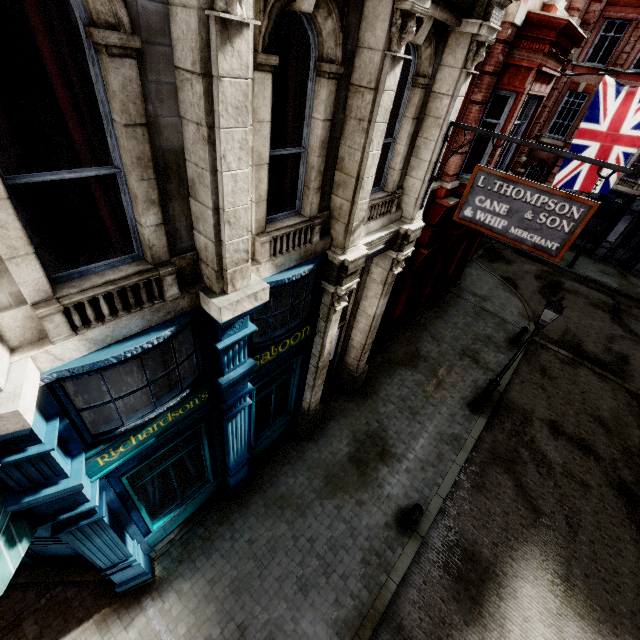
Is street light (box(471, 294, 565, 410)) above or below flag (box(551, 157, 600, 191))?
below

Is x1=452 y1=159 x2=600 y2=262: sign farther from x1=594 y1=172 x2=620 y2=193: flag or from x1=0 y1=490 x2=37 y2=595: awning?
x1=594 y1=172 x2=620 y2=193: flag

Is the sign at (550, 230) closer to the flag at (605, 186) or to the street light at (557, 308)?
the street light at (557, 308)

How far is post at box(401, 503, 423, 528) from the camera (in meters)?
7.50

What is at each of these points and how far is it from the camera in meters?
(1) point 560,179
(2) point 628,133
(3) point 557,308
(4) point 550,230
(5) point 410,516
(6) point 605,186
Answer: (1) flag, 10.8 m
(2) flag, 9.5 m
(3) street light, 8.2 m
(4) sign, 5.7 m
(5) post, 7.7 m
(6) flag, 10.1 m

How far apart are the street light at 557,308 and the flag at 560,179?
5.1m

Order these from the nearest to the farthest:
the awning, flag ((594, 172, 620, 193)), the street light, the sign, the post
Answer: the awning → the sign → the post → the street light → flag ((594, 172, 620, 193))

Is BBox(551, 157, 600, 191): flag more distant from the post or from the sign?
the post
